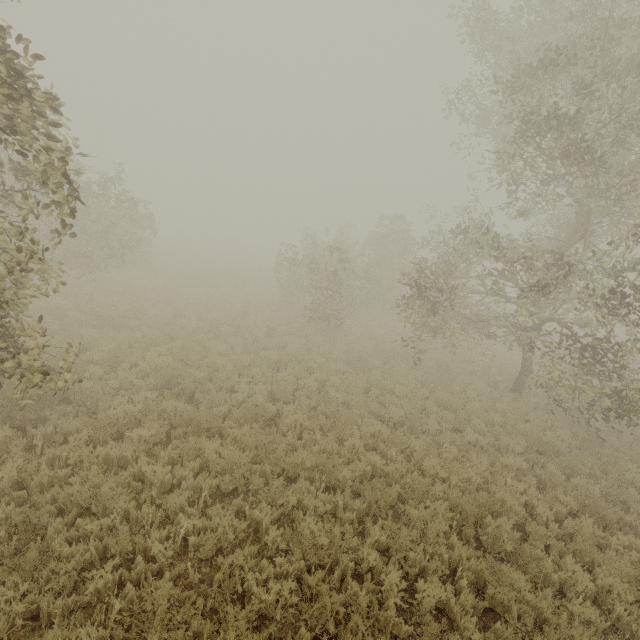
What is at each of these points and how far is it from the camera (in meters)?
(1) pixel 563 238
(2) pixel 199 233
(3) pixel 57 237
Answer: (1) tree, 16.11
(2) tree, 59.38
(3) tree, 4.96

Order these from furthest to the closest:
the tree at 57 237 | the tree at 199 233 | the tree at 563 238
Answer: the tree at 199 233
the tree at 563 238
the tree at 57 237

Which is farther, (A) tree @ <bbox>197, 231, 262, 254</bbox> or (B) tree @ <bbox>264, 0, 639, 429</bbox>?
(A) tree @ <bbox>197, 231, 262, 254</bbox>

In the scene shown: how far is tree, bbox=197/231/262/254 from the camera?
52.7 meters

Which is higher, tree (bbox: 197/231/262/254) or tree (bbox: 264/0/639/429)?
tree (bbox: 264/0/639/429)

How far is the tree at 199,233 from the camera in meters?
52.7 m

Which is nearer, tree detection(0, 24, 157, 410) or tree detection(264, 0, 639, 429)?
tree detection(0, 24, 157, 410)
